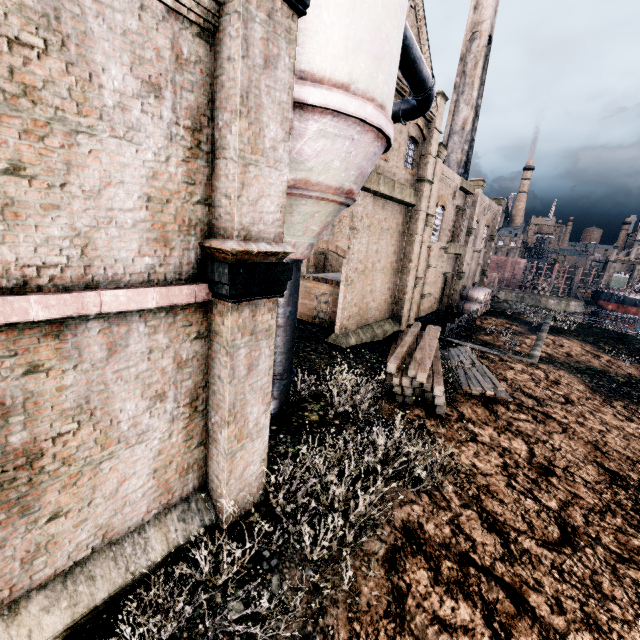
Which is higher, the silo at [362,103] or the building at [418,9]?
the building at [418,9]

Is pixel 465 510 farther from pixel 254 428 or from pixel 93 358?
pixel 93 358

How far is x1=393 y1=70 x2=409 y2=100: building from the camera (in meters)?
15.90

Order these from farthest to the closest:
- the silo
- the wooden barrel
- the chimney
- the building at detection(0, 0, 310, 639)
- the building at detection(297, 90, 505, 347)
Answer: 1. the chimney
2. the wooden barrel
3. the building at detection(297, 90, 505, 347)
4. the silo
5. the building at detection(0, 0, 310, 639)

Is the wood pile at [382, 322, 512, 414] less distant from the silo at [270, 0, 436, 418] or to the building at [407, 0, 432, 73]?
the building at [407, 0, 432, 73]

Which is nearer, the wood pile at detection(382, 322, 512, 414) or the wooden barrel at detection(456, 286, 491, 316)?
the wood pile at detection(382, 322, 512, 414)

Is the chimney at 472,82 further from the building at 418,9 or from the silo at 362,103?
the silo at 362,103

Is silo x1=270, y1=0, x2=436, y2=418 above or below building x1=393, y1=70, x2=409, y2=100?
below
